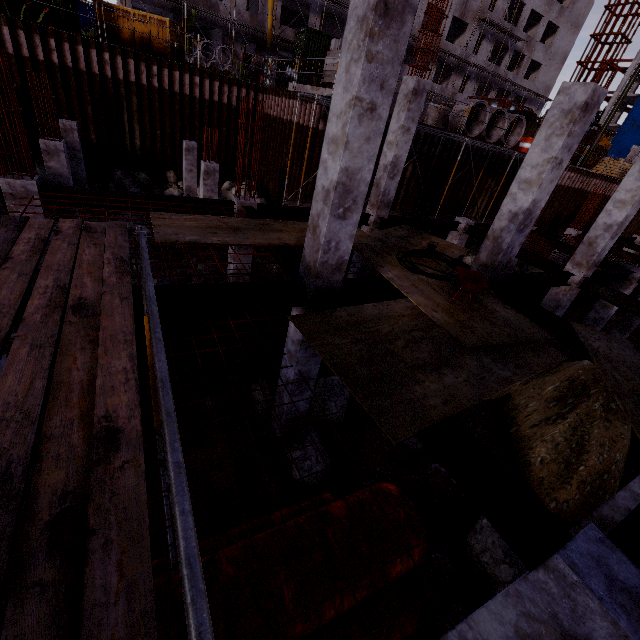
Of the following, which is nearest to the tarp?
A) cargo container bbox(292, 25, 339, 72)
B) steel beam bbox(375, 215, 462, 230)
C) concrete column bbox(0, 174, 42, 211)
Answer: cargo container bbox(292, 25, 339, 72)

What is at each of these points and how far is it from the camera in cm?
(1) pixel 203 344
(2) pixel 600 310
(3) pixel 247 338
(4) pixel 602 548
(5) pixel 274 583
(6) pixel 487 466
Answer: (1) pipe, 796
(2) concrete column, 1414
(3) pipe, 851
(4) concrete column, 262
(5) pipe, 396
(6) steel beam, 326

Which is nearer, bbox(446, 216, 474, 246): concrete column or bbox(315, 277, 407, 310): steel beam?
bbox(315, 277, 407, 310): steel beam

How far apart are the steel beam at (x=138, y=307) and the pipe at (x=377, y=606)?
3.3 meters

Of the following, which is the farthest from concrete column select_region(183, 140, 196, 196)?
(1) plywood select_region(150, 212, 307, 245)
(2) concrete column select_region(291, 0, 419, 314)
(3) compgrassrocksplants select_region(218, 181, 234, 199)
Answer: (2) concrete column select_region(291, 0, 419, 314)

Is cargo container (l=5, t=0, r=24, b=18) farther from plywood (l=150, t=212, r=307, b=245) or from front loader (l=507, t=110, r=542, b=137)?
front loader (l=507, t=110, r=542, b=137)

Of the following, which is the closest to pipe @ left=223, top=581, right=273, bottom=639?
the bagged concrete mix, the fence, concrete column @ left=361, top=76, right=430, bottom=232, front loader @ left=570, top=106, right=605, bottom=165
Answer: concrete column @ left=361, top=76, right=430, bottom=232

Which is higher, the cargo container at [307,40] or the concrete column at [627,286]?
the cargo container at [307,40]
